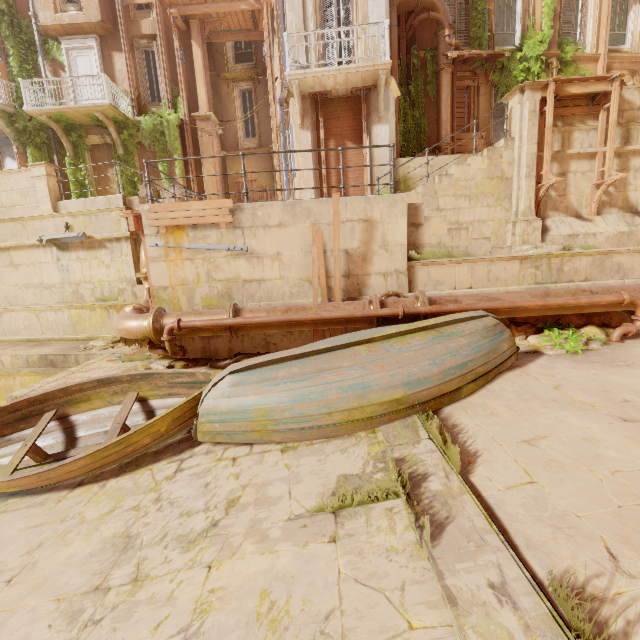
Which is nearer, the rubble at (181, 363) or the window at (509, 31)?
the rubble at (181, 363)

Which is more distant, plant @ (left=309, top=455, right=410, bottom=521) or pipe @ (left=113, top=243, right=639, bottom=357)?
pipe @ (left=113, top=243, right=639, bottom=357)

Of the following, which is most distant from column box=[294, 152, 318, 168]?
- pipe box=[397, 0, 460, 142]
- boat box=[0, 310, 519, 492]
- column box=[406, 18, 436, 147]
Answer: boat box=[0, 310, 519, 492]

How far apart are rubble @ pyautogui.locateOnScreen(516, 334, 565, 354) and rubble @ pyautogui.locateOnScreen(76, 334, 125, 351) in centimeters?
989cm

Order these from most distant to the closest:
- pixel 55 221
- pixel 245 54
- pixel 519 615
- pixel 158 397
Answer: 1. pixel 245 54
2. pixel 55 221
3. pixel 158 397
4. pixel 519 615

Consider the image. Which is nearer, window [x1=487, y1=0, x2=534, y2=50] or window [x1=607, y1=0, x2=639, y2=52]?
window [x1=487, y1=0, x2=534, y2=50]

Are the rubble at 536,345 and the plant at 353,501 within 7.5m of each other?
yes

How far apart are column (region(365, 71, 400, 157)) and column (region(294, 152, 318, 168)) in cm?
129
